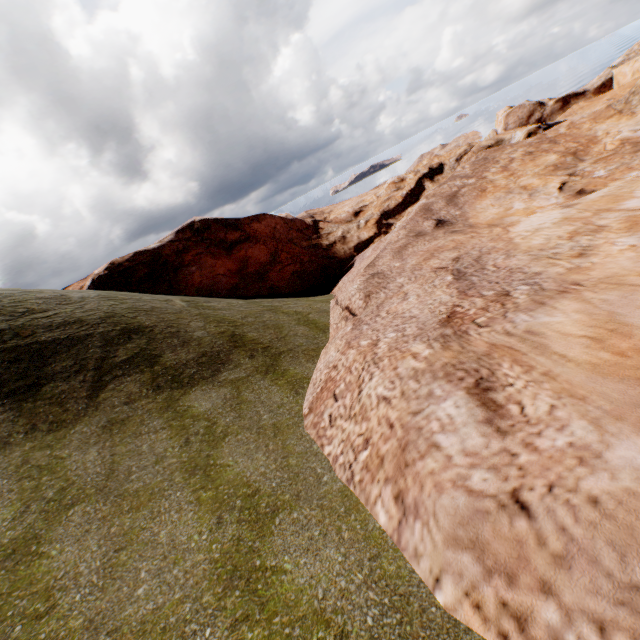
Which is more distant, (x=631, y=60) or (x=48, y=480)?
(x=631, y=60)
